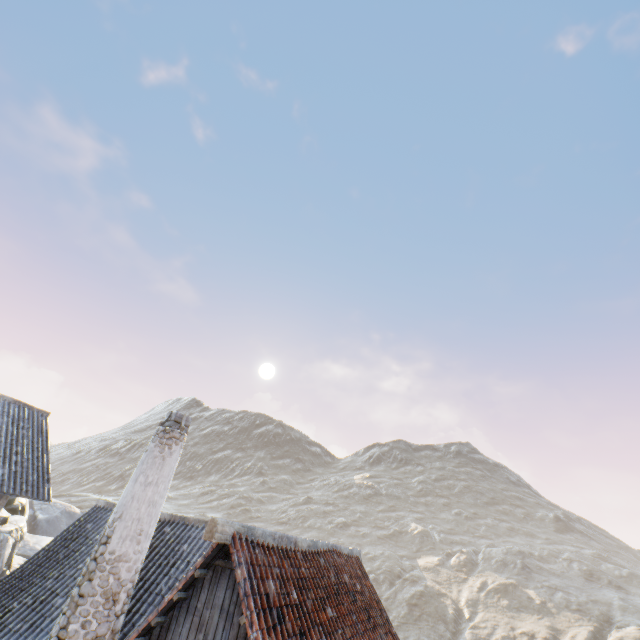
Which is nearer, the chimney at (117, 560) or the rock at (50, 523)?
the chimney at (117, 560)

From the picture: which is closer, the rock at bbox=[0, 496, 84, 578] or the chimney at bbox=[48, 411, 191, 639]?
the chimney at bbox=[48, 411, 191, 639]

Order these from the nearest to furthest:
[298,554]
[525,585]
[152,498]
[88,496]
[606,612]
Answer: [152,498] → [298,554] → [606,612] → [525,585] → [88,496]
